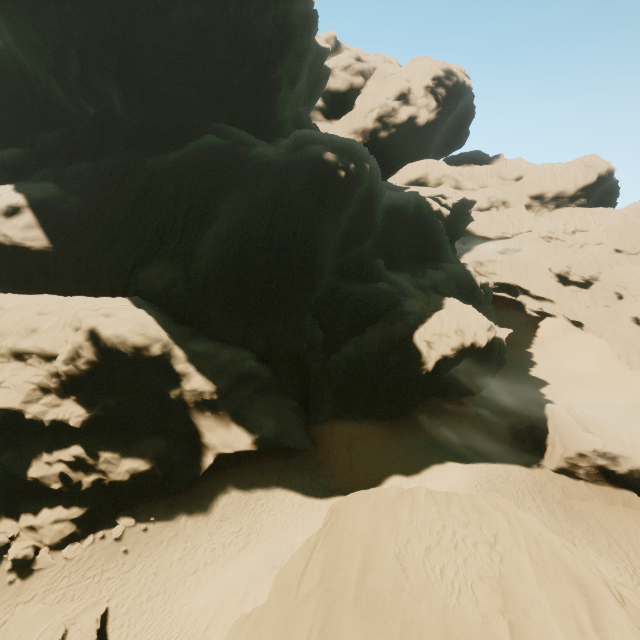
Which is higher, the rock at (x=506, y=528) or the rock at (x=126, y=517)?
the rock at (x=506, y=528)

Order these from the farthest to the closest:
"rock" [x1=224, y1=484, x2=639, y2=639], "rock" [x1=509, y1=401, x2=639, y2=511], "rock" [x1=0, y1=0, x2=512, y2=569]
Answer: "rock" [x1=509, y1=401, x2=639, y2=511] < "rock" [x1=0, y1=0, x2=512, y2=569] < "rock" [x1=224, y1=484, x2=639, y2=639]

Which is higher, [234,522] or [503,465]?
[503,465]

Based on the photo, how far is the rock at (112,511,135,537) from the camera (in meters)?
19.31

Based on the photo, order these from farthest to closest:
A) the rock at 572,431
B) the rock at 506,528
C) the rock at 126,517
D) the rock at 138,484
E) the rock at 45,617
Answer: the rock at 572,431
the rock at 138,484
the rock at 126,517
the rock at 45,617
the rock at 506,528

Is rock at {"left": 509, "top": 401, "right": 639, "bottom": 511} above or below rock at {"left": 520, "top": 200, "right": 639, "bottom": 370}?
below

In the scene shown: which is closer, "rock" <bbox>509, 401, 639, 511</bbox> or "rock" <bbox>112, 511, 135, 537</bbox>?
"rock" <bbox>112, 511, 135, 537</bbox>
